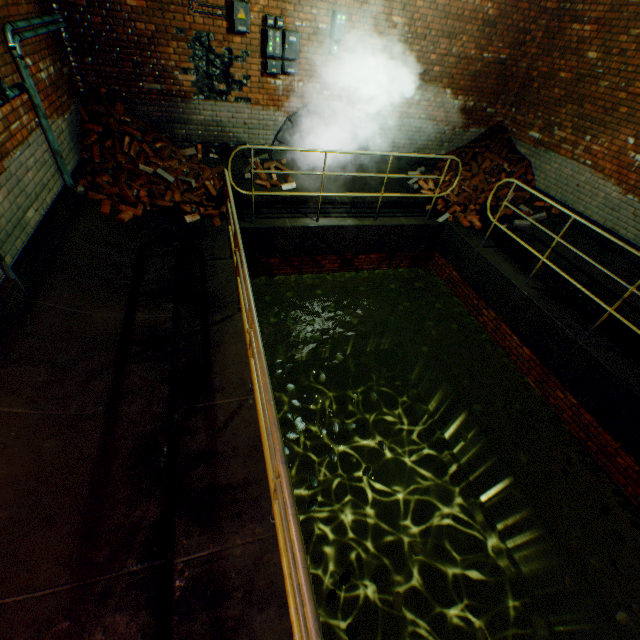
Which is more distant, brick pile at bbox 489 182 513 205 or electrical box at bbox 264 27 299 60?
brick pile at bbox 489 182 513 205

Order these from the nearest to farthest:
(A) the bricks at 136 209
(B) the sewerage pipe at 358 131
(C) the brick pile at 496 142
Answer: (A) the bricks at 136 209 < (B) the sewerage pipe at 358 131 < (C) the brick pile at 496 142

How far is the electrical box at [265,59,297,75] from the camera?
6.0 meters

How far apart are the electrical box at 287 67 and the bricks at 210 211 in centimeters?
253cm

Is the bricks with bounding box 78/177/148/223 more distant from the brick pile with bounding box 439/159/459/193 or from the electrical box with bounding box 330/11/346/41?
the brick pile with bounding box 439/159/459/193

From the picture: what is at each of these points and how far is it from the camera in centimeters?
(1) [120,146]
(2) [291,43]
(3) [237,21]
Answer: (1) brick pile, 578cm
(2) electrical box, 586cm
(3) electrical box, 546cm

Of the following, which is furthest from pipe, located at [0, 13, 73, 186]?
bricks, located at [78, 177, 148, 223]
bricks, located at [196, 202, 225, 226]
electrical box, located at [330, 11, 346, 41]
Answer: electrical box, located at [330, 11, 346, 41]

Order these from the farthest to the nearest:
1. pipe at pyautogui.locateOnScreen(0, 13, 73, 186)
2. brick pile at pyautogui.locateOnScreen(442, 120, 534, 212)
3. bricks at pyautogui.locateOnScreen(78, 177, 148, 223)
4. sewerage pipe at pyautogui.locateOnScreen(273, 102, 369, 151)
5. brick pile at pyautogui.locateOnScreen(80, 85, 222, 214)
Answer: brick pile at pyautogui.locateOnScreen(442, 120, 534, 212), sewerage pipe at pyautogui.locateOnScreen(273, 102, 369, 151), brick pile at pyautogui.locateOnScreen(80, 85, 222, 214), bricks at pyautogui.locateOnScreen(78, 177, 148, 223), pipe at pyautogui.locateOnScreen(0, 13, 73, 186)
